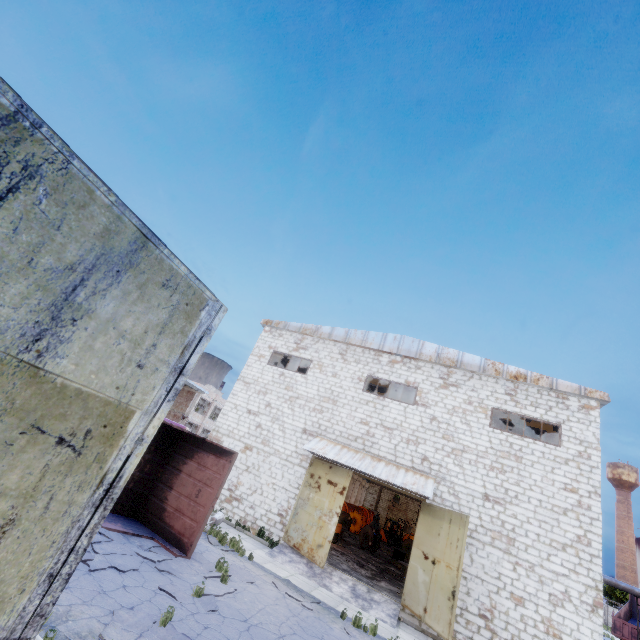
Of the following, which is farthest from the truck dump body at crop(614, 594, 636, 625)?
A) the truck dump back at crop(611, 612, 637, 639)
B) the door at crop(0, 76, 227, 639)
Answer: the door at crop(0, 76, 227, 639)

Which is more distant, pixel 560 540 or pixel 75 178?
pixel 560 540

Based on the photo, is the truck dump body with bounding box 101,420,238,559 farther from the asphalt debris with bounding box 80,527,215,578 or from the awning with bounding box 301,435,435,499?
the awning with bounding box 301,435,435,499

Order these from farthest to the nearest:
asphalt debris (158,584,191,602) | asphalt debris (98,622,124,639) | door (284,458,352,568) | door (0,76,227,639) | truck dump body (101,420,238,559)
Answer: door (284,458,352,568) < truck dump body (101,420,238,559) < asphalt debris (158,584,191,602) < asphalt debris (98,622,124,639) < door (0,76,227,639)

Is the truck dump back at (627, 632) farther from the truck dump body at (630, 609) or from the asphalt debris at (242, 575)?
the asphalt debris at (242, 575)

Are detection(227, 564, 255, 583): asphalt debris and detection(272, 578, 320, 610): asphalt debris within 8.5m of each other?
yes

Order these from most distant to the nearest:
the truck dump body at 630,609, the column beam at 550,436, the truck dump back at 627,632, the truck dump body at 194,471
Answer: the truck dump body at 630,609, the truck dump back at 627,632, the column beam at 550,436, the truck dump body at 194,471

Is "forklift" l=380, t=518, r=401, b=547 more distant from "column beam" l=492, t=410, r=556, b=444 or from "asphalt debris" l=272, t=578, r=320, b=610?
"asphalt debris" l=272, t=578, r=320, b=610
